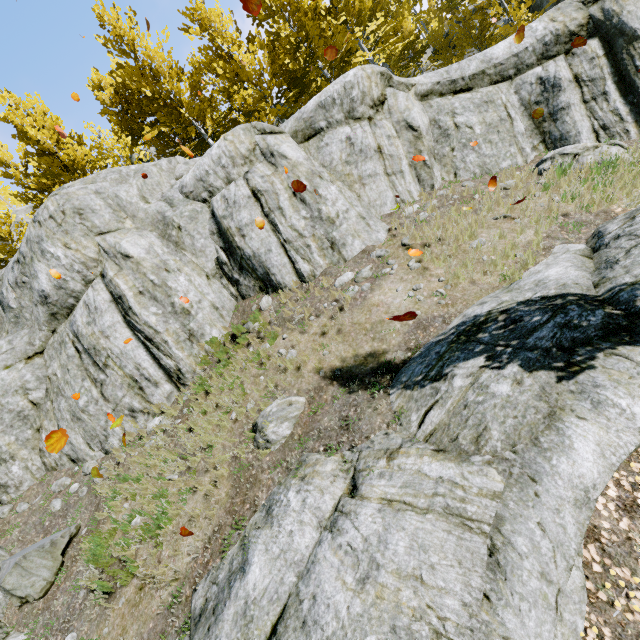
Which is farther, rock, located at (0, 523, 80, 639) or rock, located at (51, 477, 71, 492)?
rock, located at (51, 477, 71, 492)

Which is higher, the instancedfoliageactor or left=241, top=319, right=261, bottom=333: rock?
the instancedfoliageactor

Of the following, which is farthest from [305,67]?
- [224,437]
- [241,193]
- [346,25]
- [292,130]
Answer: [224,437]

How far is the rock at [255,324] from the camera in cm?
844

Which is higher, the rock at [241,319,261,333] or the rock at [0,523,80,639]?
the rock at [241,319,261,333]

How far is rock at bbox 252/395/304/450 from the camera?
6.16m

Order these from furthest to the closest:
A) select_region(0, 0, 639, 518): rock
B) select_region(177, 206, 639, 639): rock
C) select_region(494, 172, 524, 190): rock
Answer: select_region(0, 0, 639, 518): rock, select_region(494, 172, 524, 190): rock, select_region(177, 206, 639, 639): rock
